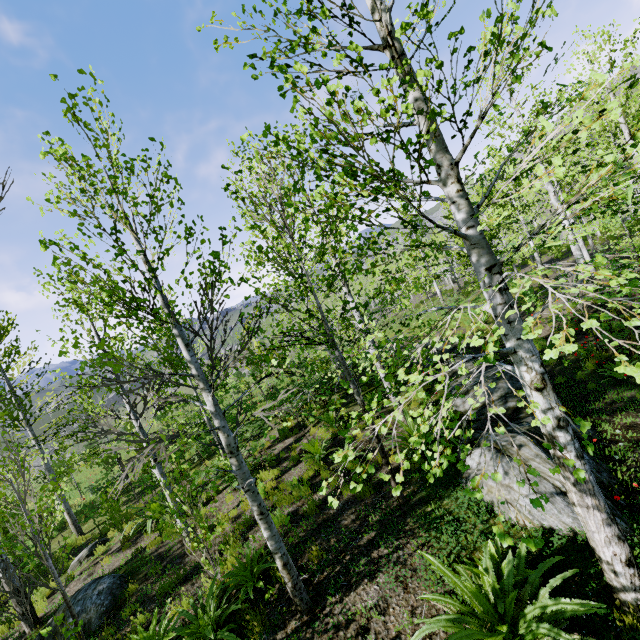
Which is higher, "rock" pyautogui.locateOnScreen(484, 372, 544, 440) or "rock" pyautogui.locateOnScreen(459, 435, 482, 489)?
"rock" pyautogui.locateOnScreen(459, 435, 482, 489)

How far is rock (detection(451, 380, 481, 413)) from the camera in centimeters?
828cm

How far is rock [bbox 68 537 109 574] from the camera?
10.06m

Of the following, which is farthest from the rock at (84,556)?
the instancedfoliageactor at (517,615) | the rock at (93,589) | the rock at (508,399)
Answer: the rock at (508,399)

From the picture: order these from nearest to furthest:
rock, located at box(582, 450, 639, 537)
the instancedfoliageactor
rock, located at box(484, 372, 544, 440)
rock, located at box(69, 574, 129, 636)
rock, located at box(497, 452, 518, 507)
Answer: the instancedfoliageactor
rock, located at box(582, 450, 639, 537)
rock, located at box(497, 452, 518, 507)
rock, located at box(484, 372, 544, 440)
rock, located at box(69, 574, 129, 636)

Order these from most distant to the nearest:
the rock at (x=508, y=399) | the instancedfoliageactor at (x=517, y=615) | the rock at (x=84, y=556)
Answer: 1. the rock at (x=84, y=556)
2. the rock at (x=508, y=399)
3. the instancedfoliageactor at (x=517, y=615)

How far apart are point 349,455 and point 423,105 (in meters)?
3.29

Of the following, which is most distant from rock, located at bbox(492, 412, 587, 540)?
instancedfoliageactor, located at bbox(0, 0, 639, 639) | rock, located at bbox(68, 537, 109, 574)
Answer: rock, located at bbox(68, 537, 109, 574)
